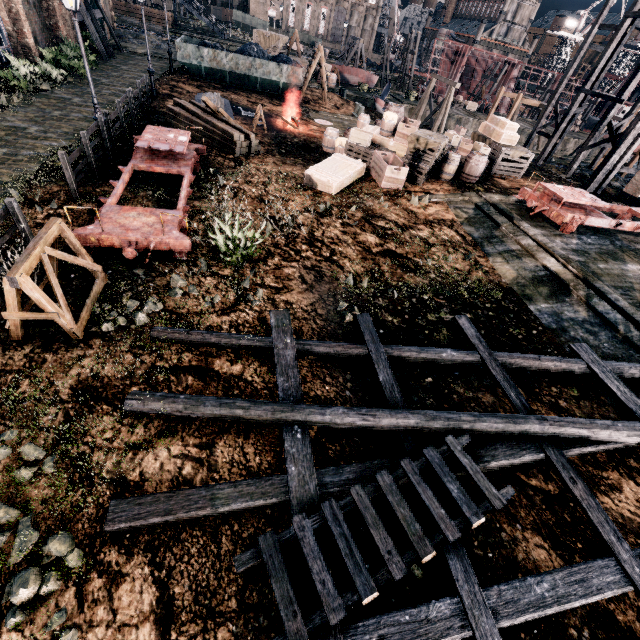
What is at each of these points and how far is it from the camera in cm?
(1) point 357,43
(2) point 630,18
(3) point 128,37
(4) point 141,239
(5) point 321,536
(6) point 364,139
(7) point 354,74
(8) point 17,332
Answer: (1) wooden support structure, 4641
(2) wooden scaffolding, 2027
(3) stone debris, 3684
(4) rail car base, 916
(5) wooden scaffolding, 482
(6) wooden crate, 1758
(7) boat, 4306
(8) wooden support structure, 681

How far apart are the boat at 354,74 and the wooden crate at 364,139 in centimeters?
3349cm

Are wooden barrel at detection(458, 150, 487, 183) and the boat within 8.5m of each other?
no

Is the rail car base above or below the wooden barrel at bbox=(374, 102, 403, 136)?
below

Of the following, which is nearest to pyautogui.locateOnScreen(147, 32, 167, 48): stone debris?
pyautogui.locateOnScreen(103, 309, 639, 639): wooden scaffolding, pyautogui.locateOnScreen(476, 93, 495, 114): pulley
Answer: pyautogui.locateOnScreen(476, 93, 495, 114): pulley

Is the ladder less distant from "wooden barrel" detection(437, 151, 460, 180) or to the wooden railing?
the wooden railing

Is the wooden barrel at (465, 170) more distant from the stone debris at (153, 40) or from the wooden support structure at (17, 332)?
the stone debris at (153, 40)

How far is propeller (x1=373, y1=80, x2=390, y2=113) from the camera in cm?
3656
